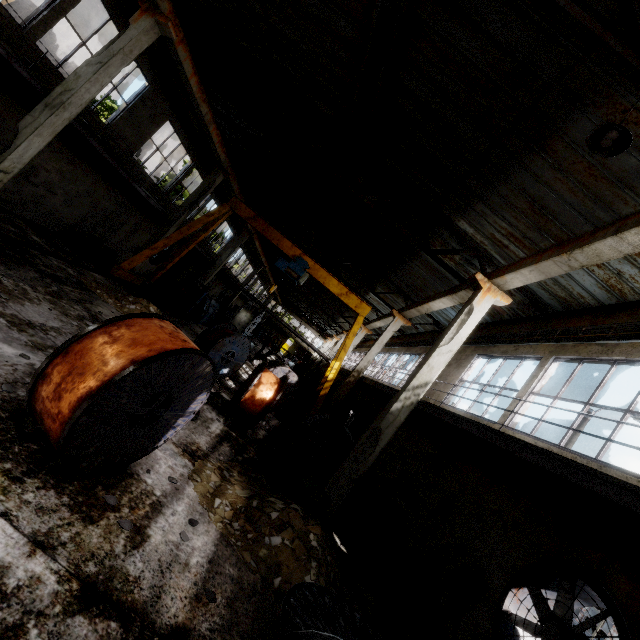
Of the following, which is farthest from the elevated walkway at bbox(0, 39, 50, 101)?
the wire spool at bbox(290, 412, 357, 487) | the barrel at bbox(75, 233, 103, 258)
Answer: the barrel at bbox(75, 233, 103, 258)

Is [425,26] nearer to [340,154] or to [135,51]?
[340,154]

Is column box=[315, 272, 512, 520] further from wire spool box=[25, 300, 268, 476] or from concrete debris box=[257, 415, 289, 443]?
wire spool box=[25, 300, 268, 476]

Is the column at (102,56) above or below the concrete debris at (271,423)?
above

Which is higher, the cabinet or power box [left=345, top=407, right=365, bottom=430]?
power box [left=345, top=407, right=365, bottom=430]

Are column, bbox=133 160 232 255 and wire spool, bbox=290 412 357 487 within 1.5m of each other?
no

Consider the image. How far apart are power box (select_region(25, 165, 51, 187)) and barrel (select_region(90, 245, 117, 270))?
3.0 meters

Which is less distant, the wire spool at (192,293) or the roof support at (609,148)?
the roof support at (609,148)
